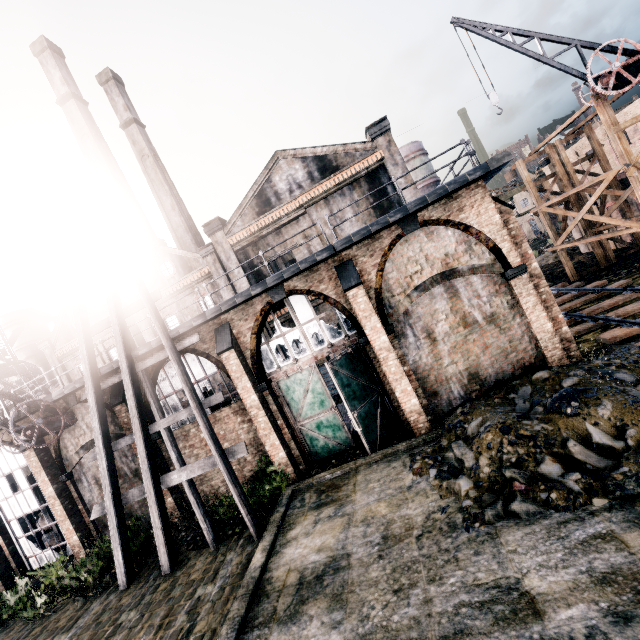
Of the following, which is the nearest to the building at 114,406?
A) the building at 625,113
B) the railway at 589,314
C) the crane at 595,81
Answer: the railway at 589,314

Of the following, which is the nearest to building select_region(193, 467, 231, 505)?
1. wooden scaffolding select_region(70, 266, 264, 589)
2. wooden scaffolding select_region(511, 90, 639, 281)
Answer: wooden scaffolding select_region(70, 266, 264, 589)

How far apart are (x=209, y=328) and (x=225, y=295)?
14.42m

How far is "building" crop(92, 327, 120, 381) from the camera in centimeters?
1455cm

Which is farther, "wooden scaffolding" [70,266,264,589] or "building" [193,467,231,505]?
"building" [193,467,231,505]

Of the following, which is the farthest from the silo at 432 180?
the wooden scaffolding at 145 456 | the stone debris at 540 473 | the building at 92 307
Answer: the building at 92 307

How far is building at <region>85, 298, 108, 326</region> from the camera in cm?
3053

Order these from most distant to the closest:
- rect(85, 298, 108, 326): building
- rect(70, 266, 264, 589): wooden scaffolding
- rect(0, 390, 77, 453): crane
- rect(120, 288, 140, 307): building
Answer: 1. rect(85, 298, 108, 326): building
2. rect(120, 288, 140, 307): building
3. rect(0, 390, 77, 453): crane
4. rect(70, 266, 264, 589): wooden scaffolding
